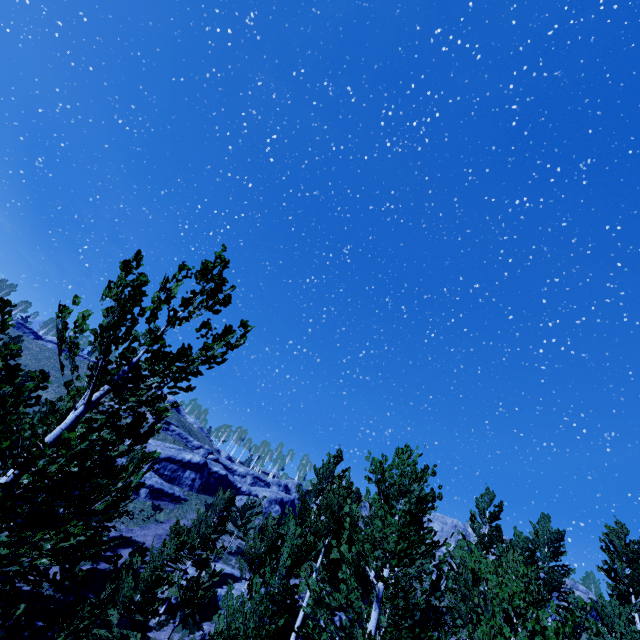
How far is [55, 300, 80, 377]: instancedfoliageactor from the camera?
4.2m

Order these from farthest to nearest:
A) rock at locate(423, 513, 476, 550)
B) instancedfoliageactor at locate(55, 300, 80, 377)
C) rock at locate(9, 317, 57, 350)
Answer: rock at locate(9, 317, 57, 350), rock at locate(423, 513, 476, 550), instancedfoliageactor at locate(55, 300, 80, 377)

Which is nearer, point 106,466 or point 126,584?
point 106,466

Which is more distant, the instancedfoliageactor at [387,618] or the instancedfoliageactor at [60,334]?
the instancedfoliageactor at [60,334]

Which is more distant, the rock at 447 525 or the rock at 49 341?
the rock at 49 341

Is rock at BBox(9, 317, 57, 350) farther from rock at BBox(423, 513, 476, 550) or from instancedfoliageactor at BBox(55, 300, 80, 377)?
rock at BBox(423, 513, 476, 550)
